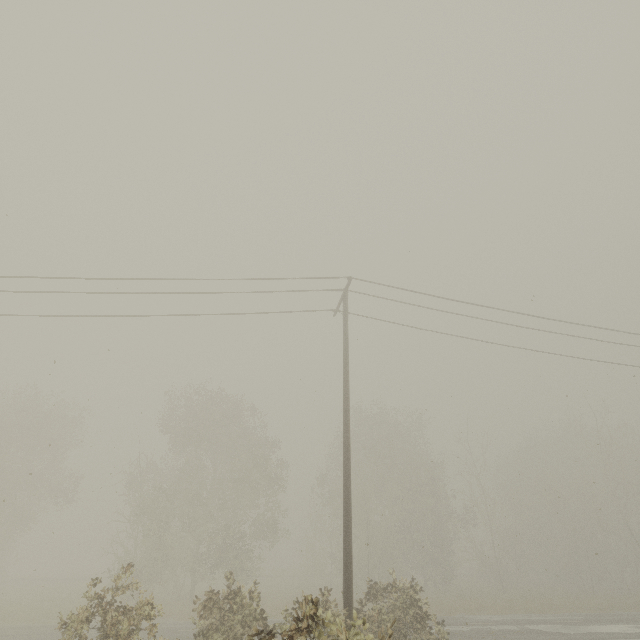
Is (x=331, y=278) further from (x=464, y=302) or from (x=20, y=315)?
(x=20, y=315)

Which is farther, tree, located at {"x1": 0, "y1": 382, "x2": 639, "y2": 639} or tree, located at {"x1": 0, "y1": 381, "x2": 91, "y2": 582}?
tree, located at {"x1": 0, "y1": 381, "x2": 91, "y2": 582}

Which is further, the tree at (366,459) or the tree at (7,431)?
the tree at (7,431)
